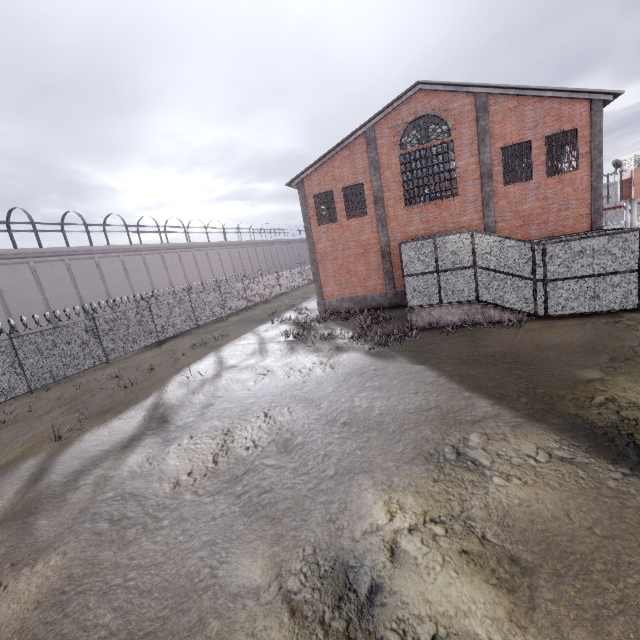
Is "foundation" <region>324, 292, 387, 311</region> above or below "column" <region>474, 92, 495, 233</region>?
below

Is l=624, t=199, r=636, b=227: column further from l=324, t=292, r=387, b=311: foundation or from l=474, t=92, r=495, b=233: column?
l=324, t=292, r=387, b=311: foundation

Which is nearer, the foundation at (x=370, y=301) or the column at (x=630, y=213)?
the foundation at (x=370, y=301)

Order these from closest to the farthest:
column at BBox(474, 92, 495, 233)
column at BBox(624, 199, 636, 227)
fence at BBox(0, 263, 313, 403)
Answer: fence at BBox(0, 263, 313, 403), column at BBox(474, 92, 495, 233), column at BBox(624, 199, 636, 227)

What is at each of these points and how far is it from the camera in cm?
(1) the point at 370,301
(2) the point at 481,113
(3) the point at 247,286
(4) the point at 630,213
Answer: (1) foundation, 2161
(2) column, 1708
(3) fence, 3409
(4) column, 3525

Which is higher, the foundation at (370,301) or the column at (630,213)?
the column at (630,213)

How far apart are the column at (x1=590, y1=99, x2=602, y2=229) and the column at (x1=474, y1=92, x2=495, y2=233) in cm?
427

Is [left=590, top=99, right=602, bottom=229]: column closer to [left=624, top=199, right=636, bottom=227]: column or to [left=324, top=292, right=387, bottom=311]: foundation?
[left=324, top=292, right=387, bottom=311]: foundation
